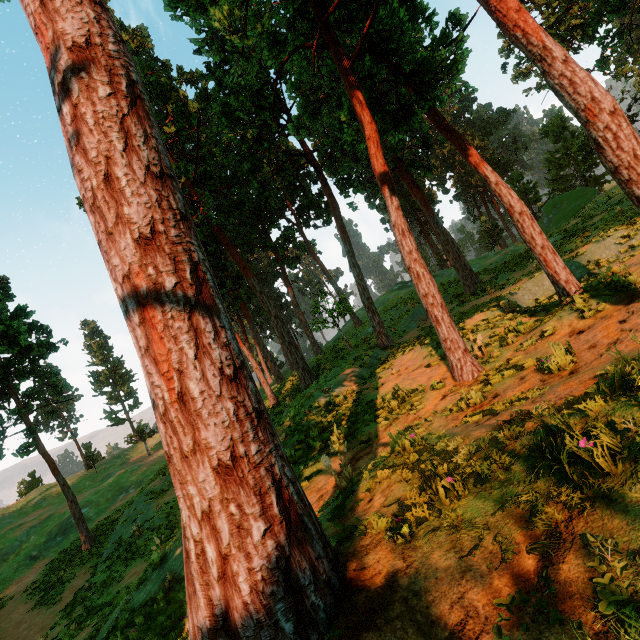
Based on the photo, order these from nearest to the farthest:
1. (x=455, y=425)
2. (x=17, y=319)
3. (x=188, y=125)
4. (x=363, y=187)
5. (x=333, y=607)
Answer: (x=333, y=607), (x=455, y=425), (x=17, y=319), (x=363, y=187), (x=188, y=125)

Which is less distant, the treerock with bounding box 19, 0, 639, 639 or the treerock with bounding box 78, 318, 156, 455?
the treerock with bounding box 19, 0, 639, 639

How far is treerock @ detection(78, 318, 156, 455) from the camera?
48.0m

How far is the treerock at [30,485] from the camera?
52.1m

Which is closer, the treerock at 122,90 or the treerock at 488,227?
the treerock at 122,90

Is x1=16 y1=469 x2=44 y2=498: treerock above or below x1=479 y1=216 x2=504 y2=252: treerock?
below
